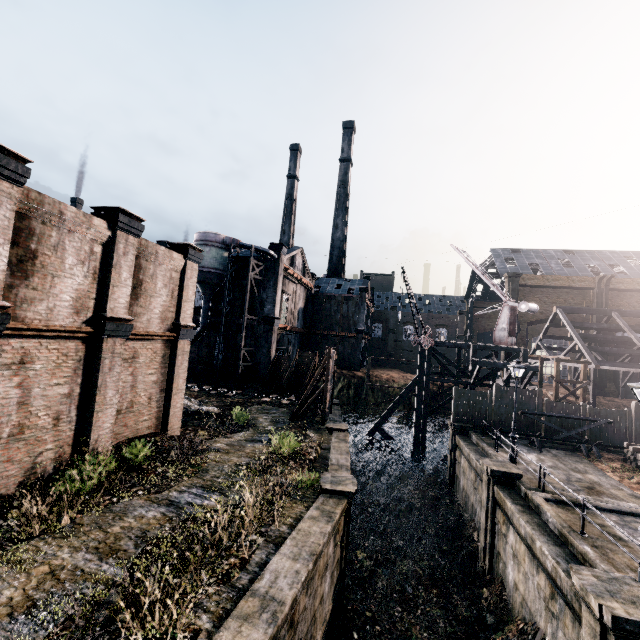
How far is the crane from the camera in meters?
30.2 m

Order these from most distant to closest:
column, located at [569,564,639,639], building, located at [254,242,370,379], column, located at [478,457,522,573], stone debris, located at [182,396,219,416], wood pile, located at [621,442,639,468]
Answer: building, located at [254,242,370,379] < stone debris, located at [182,396,219,416] < wood pile, located at [621,442,639,468] < column, located at [478,457,522,573] < column, located at [569,564,639,639]

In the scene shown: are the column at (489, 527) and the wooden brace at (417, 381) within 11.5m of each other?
no

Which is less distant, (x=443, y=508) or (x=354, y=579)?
(x=354, y=579)

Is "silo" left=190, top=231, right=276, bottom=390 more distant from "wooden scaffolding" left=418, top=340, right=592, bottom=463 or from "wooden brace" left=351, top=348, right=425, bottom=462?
"wooden scaffolding" left=418, top=340, right=592, bottom=463

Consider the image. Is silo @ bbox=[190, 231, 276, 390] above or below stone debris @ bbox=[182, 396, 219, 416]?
above

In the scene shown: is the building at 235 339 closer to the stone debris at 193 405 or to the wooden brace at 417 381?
the stone debris at 193 405

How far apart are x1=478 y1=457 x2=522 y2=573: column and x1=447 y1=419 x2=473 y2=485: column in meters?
7.5
